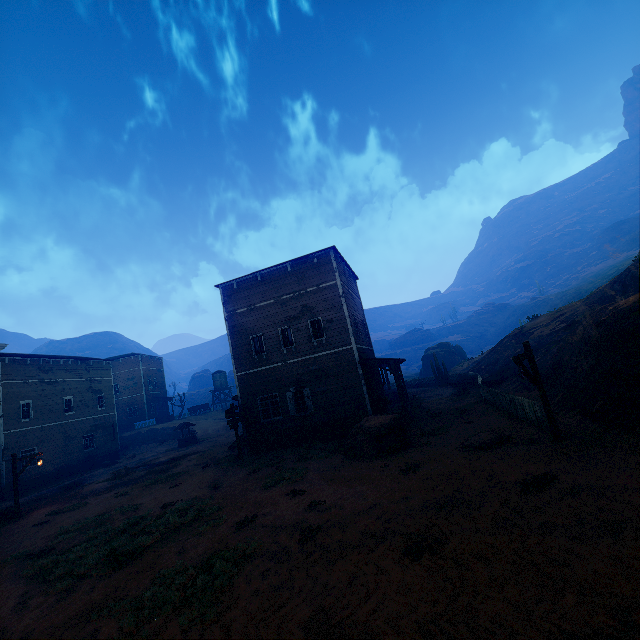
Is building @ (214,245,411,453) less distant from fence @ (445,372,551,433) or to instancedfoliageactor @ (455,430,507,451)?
fence @ (445,372,551,433)

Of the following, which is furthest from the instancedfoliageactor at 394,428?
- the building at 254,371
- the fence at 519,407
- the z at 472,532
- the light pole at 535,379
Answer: the light pole at 535,379

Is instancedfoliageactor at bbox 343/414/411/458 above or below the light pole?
below

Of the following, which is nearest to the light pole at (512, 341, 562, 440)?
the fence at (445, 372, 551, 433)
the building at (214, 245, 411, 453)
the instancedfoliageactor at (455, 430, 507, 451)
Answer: the fence at (445, 372, 551, 433)

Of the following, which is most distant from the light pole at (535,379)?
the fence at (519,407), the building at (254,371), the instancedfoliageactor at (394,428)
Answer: the building at (254,371)

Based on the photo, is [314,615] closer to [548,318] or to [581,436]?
[581,436]

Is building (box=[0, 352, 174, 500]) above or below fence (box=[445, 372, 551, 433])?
above

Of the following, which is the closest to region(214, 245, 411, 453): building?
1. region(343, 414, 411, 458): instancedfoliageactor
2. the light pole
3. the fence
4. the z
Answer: the z
